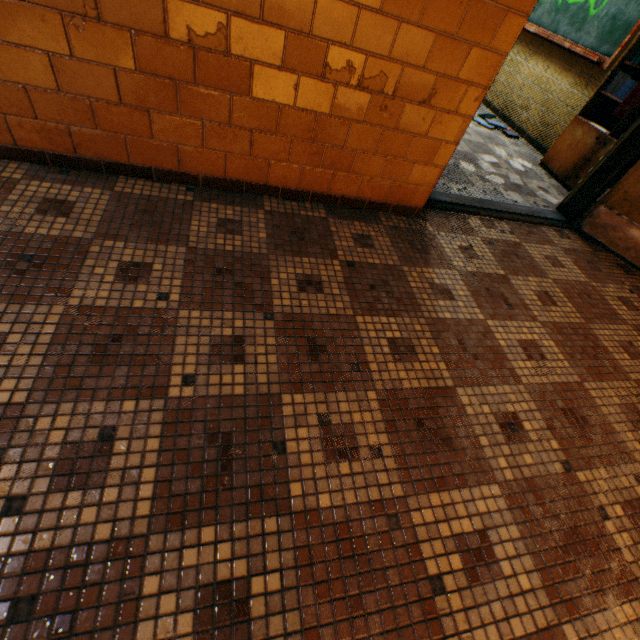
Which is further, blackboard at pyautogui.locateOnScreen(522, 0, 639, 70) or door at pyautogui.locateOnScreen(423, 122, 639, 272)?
blackboard at pyautogui.locateOnScreen(522, 0, 639, 70)

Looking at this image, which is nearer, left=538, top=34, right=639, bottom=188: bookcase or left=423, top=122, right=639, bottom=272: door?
left=423, top=122, right=639, bottom=272: door

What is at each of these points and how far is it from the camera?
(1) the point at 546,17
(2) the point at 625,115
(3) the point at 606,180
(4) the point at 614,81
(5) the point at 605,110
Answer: (1) blackboard, 4.2m
(2) fire extinguisher, 2.6m
(3) door, 2.6m
(4) book, 3.2m
(5) bookcase, 3.5m

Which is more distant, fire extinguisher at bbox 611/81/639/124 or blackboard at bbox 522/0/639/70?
blackboard at bbox 522/0/639/70

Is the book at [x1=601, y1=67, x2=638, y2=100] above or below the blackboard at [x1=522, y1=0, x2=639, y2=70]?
below

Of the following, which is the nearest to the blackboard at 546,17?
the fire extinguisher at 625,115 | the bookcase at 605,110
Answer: the bookcase at 605,110

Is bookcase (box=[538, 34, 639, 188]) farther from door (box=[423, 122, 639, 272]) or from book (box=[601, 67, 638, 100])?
door (box=[423, 122, 639, 272])

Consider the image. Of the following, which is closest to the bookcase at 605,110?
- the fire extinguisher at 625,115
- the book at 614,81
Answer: the book at 614,81
